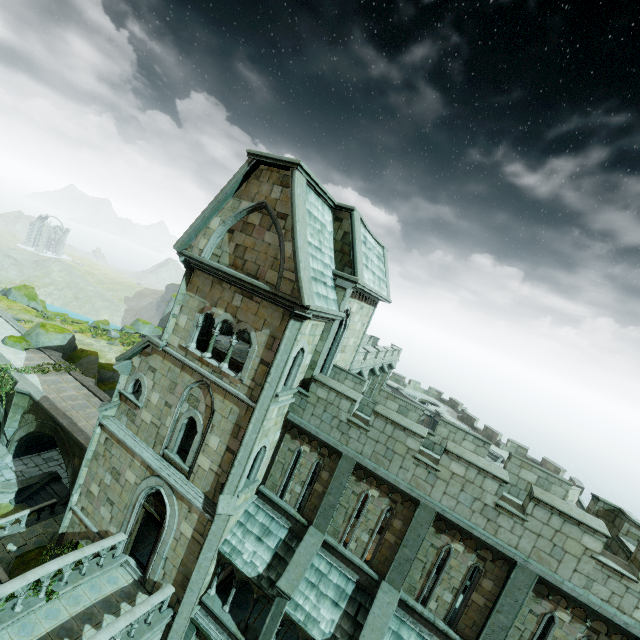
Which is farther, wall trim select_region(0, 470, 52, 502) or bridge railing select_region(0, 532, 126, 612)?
wall trim select_region(0, 470, 52, 502)

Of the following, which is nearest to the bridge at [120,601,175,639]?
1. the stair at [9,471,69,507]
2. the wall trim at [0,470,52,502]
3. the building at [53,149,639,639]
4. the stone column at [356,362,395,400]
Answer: the building at [53,149,639,639]

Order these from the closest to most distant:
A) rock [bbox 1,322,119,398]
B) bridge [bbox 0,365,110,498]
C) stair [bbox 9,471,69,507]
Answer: bridge [bbox 0,365,110,498] → stair [bbox 9,471,69,507] → rock [bbox 1,322,119,398]

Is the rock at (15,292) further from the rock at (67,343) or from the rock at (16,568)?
the rock at (16,568)

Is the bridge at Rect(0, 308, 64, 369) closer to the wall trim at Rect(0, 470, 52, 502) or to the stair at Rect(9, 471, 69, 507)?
the stair at Rect(9, 471, 69, 507)

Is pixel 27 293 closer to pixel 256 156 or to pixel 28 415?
pixel 28 415

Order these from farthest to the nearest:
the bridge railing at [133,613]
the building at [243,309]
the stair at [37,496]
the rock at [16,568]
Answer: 1. the stair at [37,496]
2. the rock at [16,568]
3. the building at [243,309]
4. the bridge railing at [133,613]

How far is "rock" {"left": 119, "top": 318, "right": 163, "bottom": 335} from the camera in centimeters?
5303cm
